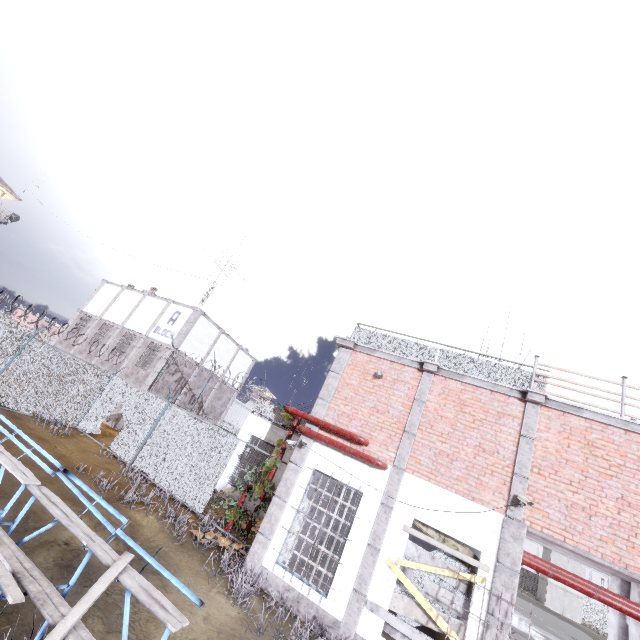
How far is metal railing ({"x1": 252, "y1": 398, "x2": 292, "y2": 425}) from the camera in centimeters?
1711cm

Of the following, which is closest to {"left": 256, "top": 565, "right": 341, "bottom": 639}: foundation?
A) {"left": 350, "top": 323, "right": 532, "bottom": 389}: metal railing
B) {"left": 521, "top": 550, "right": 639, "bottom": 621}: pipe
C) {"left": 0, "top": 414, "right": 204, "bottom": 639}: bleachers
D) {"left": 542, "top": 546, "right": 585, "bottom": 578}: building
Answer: {"left": 521, "top": 550, "right": 639, "bottom": 621}: pipe

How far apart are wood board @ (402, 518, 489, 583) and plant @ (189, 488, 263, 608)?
4.3 meters

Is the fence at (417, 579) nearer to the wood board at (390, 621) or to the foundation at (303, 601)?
the wood board at (390, 621)

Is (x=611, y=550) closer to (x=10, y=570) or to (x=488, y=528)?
(x=488, y=528)

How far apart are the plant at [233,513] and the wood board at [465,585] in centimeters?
396cm

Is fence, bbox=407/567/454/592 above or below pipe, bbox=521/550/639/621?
below

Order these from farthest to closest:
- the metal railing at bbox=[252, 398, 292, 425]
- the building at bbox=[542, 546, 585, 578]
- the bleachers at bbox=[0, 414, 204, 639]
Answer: the building at bbox=[542, 546, 585, 578]
the metal railing at bbox=[252, 398, 292, 425]
the bleachers at bbox=[0, 414, 204, 639]
